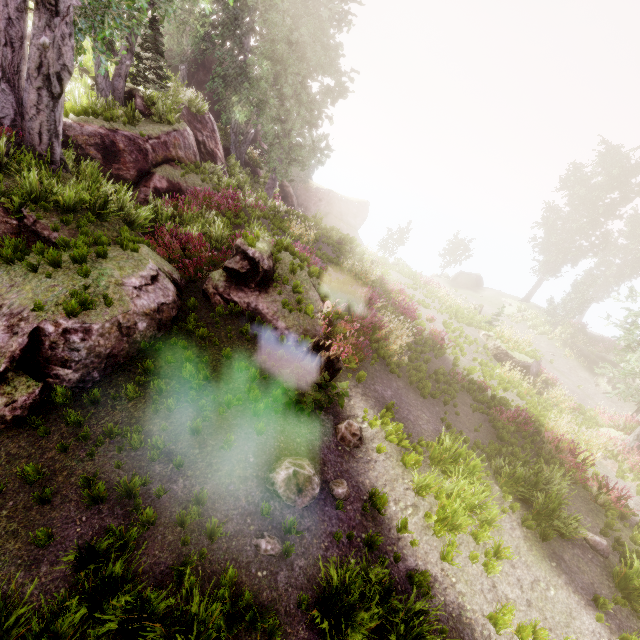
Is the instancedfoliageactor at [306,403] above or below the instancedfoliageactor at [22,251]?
below

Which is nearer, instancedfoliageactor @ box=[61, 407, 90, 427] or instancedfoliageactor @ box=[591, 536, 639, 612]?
instancedfoliageactor @ box=[61, 407, 90, 427]

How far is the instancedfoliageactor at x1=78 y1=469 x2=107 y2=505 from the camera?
4.8m

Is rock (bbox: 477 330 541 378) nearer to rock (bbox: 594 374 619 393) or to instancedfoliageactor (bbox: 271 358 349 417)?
instancedfoliageactor (bbox: 271 358 349 417)

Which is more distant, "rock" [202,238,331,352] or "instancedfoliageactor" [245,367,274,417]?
"rock" [202,238,331,352]

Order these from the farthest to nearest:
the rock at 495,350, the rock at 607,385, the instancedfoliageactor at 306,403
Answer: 1. the rock at 607,385
2. the rock at 495,350
3. the instancedfoliageactor at 306,403

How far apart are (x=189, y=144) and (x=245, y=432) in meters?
16.8 m
